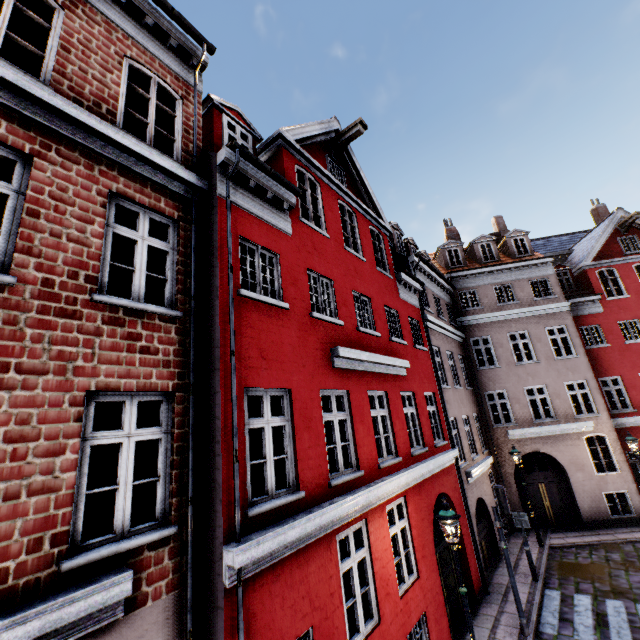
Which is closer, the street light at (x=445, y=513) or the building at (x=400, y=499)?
the building at (x=400, y=499)

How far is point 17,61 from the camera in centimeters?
859cm

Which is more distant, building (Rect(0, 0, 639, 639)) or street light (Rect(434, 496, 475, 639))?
street light (Rect(434, 496, 475, 639))
